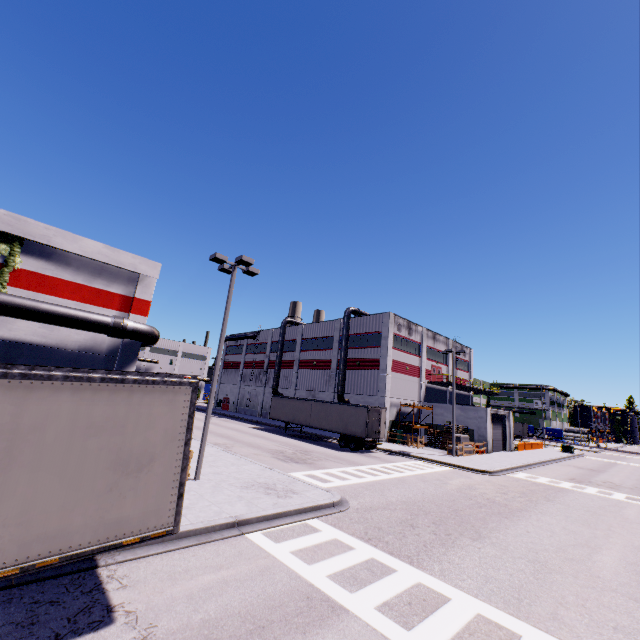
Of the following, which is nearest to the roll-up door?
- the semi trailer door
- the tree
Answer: the semi trailer door

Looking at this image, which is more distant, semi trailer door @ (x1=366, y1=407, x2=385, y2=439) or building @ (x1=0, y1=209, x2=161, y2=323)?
semi trailer door @ (x1=366, y1=407, x2=385, y2=439)

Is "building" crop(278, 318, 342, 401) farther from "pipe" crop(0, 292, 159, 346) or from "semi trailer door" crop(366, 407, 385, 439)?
"semi trailer door" crop(366, 407, 385, 439)

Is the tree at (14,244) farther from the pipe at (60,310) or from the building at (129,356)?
the pipe at (60,310)

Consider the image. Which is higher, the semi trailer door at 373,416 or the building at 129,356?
the building at 129,356

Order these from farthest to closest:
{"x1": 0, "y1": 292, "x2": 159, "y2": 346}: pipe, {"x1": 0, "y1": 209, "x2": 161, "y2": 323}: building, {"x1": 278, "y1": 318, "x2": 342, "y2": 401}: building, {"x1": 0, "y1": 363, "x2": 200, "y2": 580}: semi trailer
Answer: {"x1": 278, "y1": 318, "x2": 342, "y2": 401}: building < {"x1": 0, "y1": 209, "x2": 161, "y2": 323}: building < {"x1": 0, "y1": 292, "x2": 159, "y2": 346}: pipe < {"x1": 0, "y1": 363, "x2": 200, "y2": 580}: semi trailer

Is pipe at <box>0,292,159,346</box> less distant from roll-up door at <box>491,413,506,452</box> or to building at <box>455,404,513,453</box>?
building at <box>455,404,513,453</box>

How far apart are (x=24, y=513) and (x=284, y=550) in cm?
635
